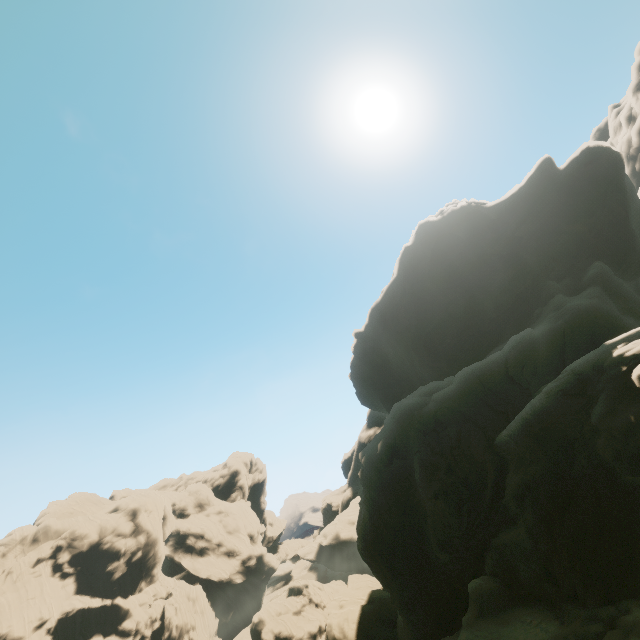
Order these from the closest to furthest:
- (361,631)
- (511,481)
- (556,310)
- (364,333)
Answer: (511,481) < (556,310) < (361,631) < (364,333)

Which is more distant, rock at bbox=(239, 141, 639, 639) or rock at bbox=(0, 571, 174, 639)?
rock at bbox=(0, 571, 174, 639)

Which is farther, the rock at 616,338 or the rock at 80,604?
the rock at 80,604
